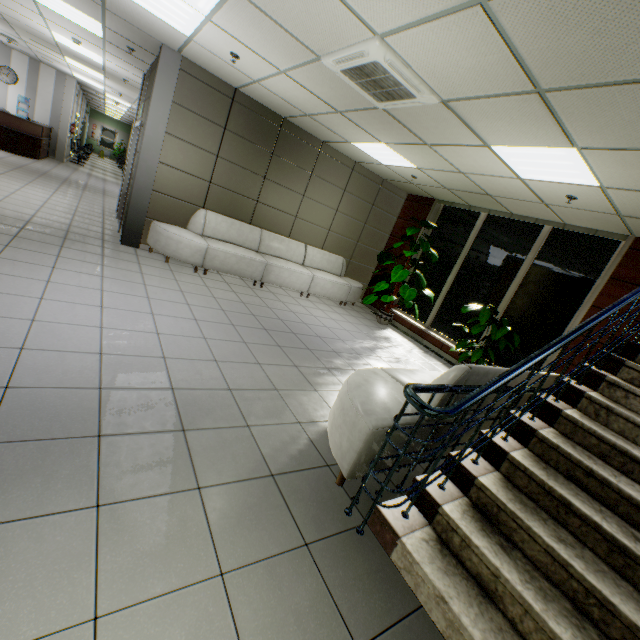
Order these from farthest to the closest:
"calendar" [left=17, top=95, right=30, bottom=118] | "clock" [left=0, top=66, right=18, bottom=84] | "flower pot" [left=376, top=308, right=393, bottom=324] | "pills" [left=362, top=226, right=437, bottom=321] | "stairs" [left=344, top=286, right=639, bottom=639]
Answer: "calendar" [left=17, top=95, right=30, bottom=118] < "clock" [left=0, top=66, right=18, bottom=84] < "flower pot" [left=376, top=308, right=393, bottom=324] < "pills" [left=362, top=226, right=437, bottom=321] < "stairs" [left=344, top=286, right=639, bottom=639]

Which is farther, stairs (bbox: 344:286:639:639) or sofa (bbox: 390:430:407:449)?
sofa (bbox: 390:430:407:449)

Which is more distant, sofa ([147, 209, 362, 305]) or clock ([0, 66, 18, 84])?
clock ([0, 66, 18, 84])

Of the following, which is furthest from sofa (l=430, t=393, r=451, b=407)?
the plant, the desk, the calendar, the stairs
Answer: the calendar

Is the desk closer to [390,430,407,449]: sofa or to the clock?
the clock

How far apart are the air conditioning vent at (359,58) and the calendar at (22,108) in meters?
15.6 m

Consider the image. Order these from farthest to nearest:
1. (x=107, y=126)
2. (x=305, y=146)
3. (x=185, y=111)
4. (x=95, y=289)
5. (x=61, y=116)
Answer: (x=107, y=126), (x=61, y=116), (x=305, y=146), (x=185, y=111), (x=95, y=289)

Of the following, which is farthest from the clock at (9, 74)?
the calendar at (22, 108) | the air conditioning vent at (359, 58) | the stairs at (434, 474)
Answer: the stairs at (434, 474)
